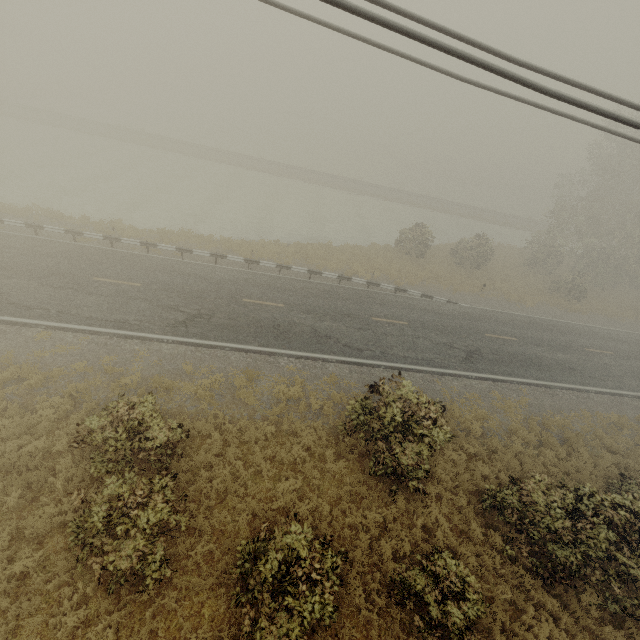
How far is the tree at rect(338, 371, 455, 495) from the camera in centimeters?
932cm

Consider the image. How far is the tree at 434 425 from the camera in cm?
932

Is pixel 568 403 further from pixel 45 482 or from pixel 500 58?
pixel 45 482
